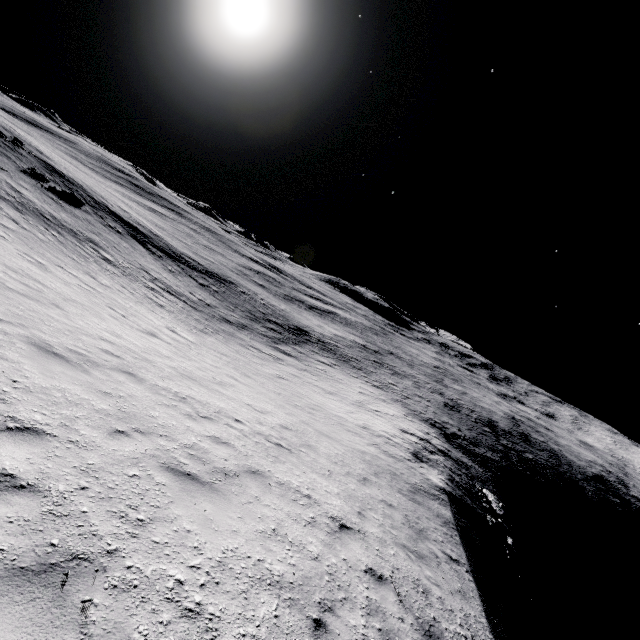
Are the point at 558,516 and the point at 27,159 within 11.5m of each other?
no
